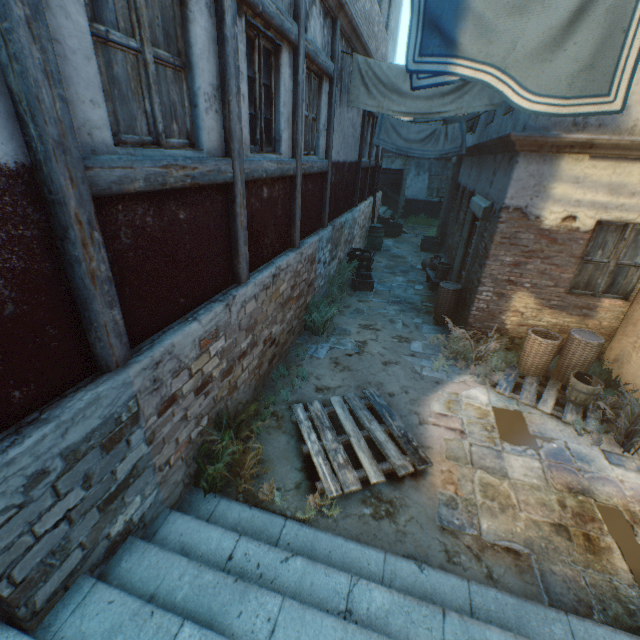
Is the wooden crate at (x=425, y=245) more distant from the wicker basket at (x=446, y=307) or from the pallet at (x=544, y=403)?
the pallet at (x=544, y=403)

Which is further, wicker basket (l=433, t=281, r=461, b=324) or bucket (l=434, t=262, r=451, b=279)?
bucket (l=434, t=262, r=451, b=279)

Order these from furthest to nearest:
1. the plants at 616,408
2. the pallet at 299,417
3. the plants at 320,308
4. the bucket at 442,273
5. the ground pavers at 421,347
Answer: the bucket at 442,273 → the plants at 320,308 → the ground pavers at 421,347 → the plants at 616,408 → the pallet at 299,417

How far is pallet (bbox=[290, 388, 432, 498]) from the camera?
3.85m

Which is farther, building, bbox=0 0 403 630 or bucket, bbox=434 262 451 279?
bucket, bbox=434 262 451 279

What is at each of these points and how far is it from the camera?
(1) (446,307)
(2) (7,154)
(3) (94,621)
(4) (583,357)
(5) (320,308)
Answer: (1) wicker basket, 7.4m
(2) building, 1.7m
(3) stairs, 2.2m
(4) wicker basket, 5.4m
(5) plants, 7.1m

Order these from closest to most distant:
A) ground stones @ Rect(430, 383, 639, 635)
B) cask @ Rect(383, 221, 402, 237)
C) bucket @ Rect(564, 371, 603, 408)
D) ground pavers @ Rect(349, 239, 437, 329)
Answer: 1. ground stones @ Rect(430, 383, 639, 635)
2. bucket @ Rect(564, 371, 603, 408)
3. ground pavers @ Rect(349, 239, 437, 329)
4. cask @ Rect(383, 221, 402, 237)

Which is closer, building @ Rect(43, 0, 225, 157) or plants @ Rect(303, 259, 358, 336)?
building @ Rect(43, 0, 225, 157)
